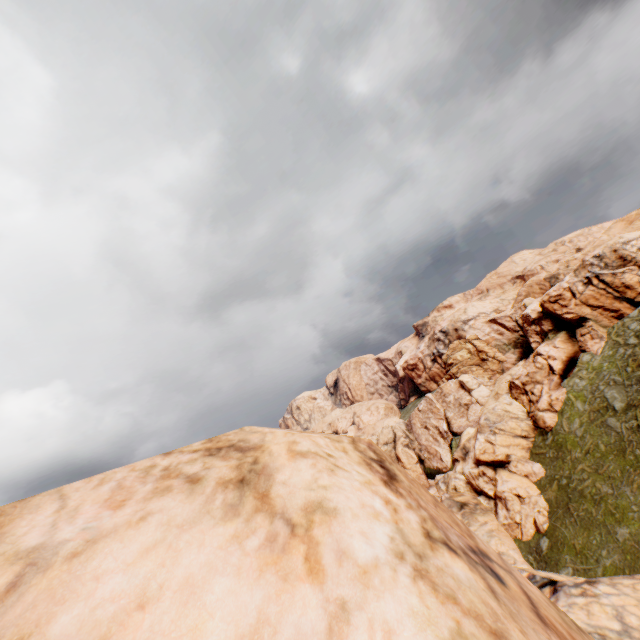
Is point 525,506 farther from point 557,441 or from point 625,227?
point 625,227
